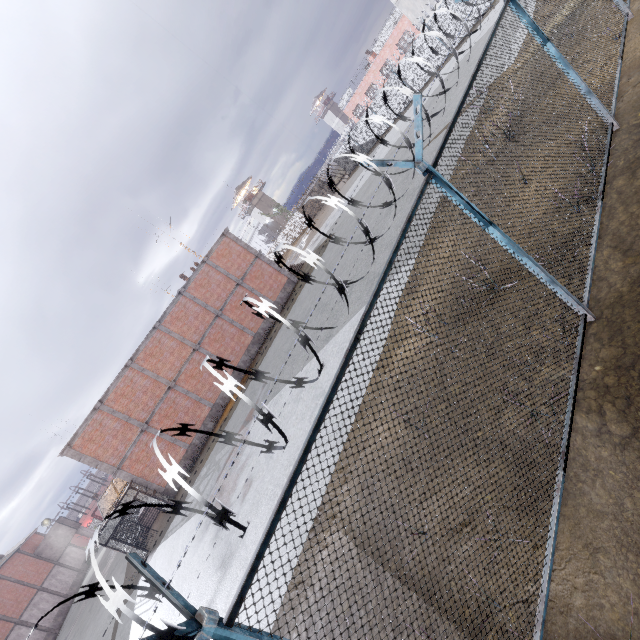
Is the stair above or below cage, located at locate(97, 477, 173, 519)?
below

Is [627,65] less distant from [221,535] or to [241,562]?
[241,562]

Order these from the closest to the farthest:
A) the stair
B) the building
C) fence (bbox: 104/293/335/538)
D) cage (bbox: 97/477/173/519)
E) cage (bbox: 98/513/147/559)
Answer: fence (bbox: 104/293/335/538) < cage (bbox: 98/513/147/559) < cage (bbox: 97/477/173/519) < the stair < the building

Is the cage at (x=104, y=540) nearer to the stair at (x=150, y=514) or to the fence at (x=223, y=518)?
the stair at (x=150, y=514)

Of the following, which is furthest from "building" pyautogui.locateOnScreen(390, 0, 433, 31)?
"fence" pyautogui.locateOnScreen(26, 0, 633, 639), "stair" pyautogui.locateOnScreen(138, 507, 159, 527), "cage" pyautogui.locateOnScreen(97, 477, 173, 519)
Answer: "stair" pyautogui.locateOnScreen(138, 507, 159, 527)

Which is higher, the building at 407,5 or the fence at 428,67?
the building at 407,5

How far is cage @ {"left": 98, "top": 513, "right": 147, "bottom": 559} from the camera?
17.8 meters
